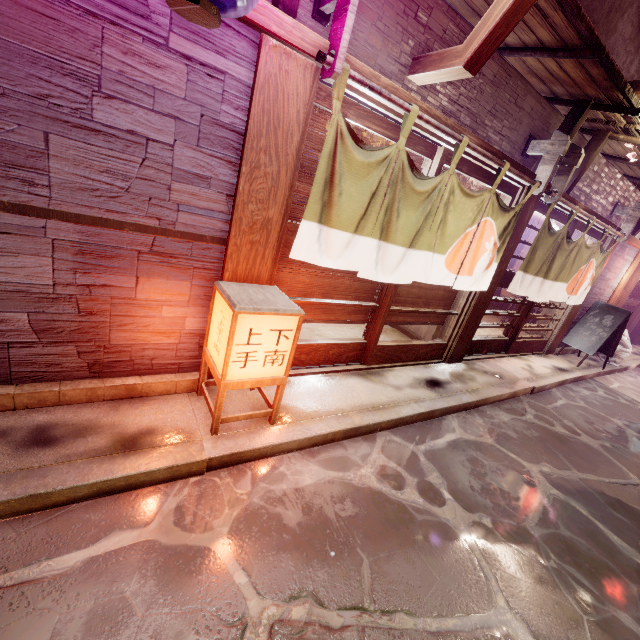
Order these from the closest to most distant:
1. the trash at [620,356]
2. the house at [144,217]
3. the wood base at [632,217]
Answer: the house at [144,217] → the wood base at [632,217] → the trash at [620,356]

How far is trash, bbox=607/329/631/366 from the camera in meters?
15.0

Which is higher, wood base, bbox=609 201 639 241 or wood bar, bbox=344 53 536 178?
wood base, bbox=609 201 639 241

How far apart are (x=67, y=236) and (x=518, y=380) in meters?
11.6 m

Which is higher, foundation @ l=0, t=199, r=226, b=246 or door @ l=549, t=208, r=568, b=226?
door @ l=549, t=208, r=568, b=226

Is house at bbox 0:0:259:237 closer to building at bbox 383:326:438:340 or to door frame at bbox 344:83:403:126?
door frame at bbox 344:83:403:126

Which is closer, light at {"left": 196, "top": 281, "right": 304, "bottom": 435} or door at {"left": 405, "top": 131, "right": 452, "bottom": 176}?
light at {"left": 196, "top": 281, "right": 304, "bottom": 435}

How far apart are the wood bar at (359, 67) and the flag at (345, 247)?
0.1m
